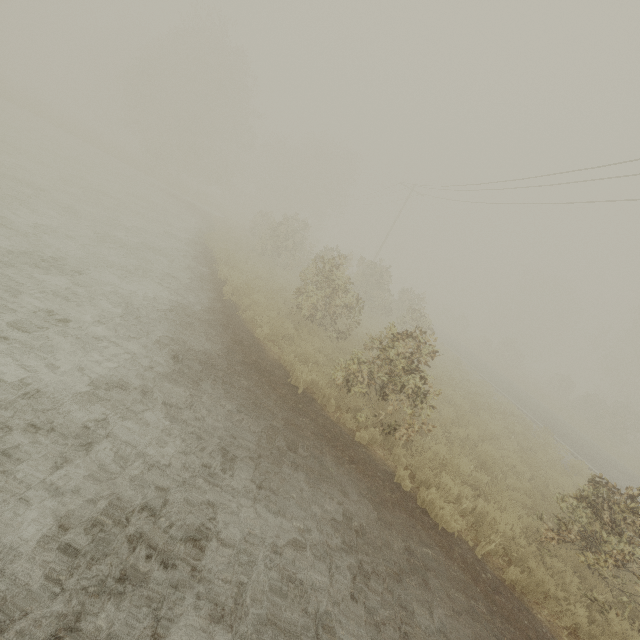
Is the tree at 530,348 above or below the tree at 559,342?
below

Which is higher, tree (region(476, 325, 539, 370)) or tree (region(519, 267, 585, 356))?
tree (region(519, 267, 585, 356))

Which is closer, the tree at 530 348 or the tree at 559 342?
the tree at 530 348

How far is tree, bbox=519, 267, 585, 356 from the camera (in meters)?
55.88

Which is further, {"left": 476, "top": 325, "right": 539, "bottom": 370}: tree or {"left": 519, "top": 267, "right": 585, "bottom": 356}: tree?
{"left": 519, "top": 267, "right": 585, "bottom": 356}: tree

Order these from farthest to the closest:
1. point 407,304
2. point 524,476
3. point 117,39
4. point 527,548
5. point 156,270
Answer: point 117,39
point 407,304
point 156,270
point 524,476
point 527,548
